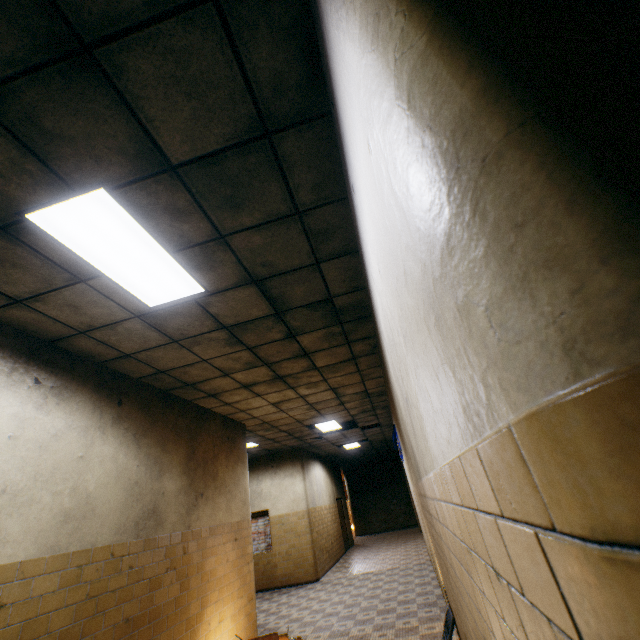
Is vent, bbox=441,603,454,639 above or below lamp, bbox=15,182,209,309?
below

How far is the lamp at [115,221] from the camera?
2.2m

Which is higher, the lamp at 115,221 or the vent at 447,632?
the lamp at 115,221

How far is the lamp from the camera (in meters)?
2.21

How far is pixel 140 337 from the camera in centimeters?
377cm

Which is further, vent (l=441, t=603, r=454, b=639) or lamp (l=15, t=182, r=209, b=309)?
vent (l=441, t=603, r=454, b=639)
